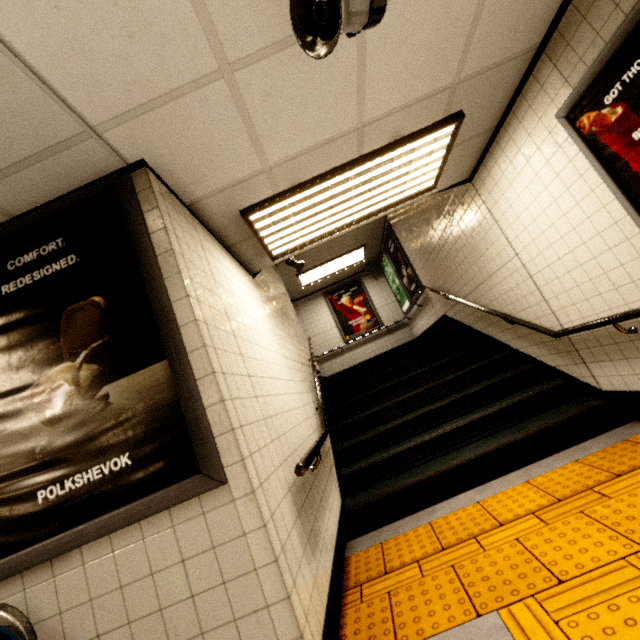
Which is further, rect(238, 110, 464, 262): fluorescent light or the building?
the building

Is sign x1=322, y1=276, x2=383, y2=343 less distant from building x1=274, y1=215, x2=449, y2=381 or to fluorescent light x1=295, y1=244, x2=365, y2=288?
building x1=274, y1=215, x2=449, y2=381

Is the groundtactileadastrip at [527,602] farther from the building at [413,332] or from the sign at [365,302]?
the sign at [365,302]

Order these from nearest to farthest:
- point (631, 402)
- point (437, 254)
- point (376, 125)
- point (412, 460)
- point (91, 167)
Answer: point (91, 167) → point (376, 125) → point (631, 402) → point (412, 460) → point (437, 254)

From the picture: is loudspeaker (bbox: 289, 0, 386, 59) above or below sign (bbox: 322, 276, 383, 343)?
below

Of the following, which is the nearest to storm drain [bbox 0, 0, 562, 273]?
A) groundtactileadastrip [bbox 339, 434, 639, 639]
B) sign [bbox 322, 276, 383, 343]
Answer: groundtactileadastrip [bbox 339, 434, 639, 639]

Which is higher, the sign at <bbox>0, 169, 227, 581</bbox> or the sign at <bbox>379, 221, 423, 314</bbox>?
the sign at <bbox>379, 221, 423, 314</bbox>

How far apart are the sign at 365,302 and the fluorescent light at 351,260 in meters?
0.9 m
